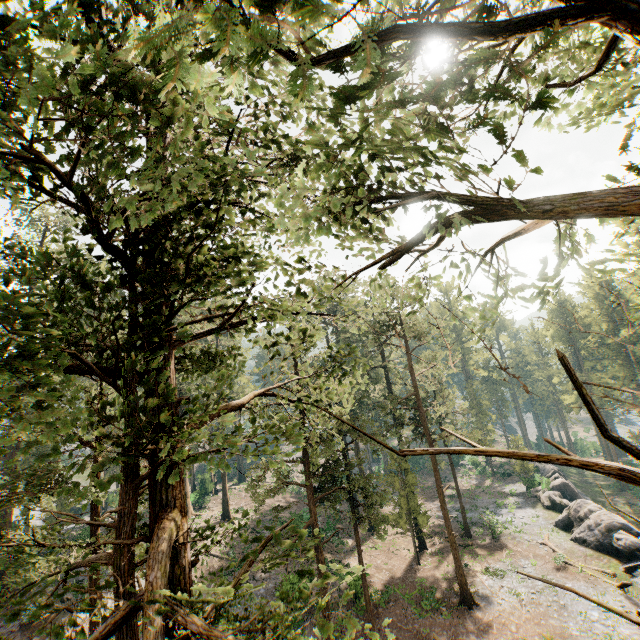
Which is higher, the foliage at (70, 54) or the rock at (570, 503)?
the foliage at (70, 54)

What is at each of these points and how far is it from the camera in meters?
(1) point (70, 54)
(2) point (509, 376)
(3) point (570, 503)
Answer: (1) foliage, 2.7 m
(2) foliage, 2.6 m
(3) rock, 37.3 m

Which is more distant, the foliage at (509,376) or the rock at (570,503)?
the rock at (570,503)

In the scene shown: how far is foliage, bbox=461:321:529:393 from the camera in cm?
239

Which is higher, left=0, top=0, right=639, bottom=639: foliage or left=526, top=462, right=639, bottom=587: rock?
left=0, top=0, right=639, bottom=639: foliage

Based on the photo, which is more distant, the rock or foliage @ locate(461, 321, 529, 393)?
the rock
